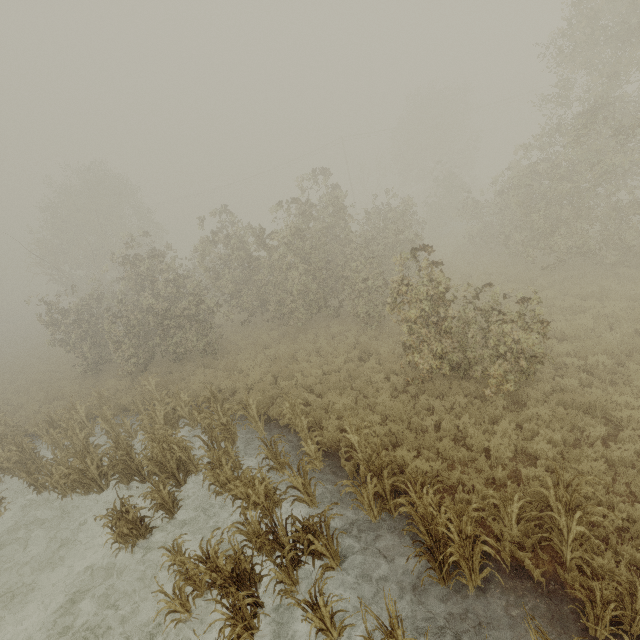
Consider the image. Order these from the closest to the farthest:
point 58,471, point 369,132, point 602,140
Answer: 1. point 58,471
2. point 602,140
3. point 369,132

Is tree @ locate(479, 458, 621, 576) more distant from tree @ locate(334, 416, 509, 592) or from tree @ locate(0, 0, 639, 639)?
tree @ locate(0, 0, 639, 639)

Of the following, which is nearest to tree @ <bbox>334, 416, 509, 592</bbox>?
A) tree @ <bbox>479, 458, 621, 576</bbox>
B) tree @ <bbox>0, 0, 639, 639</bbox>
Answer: tree @ <bbox>479, 458, 621, 576</bbox>

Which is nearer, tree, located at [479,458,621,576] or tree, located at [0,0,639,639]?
tree, located at [479,458,621,576]

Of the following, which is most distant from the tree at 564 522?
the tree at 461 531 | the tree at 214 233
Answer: the tree at 214 233

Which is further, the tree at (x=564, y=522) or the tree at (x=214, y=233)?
the tree at (x=214, y=233)

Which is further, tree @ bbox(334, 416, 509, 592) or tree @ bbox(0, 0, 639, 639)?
tree @ bbox(0, 0, 639, 639)
